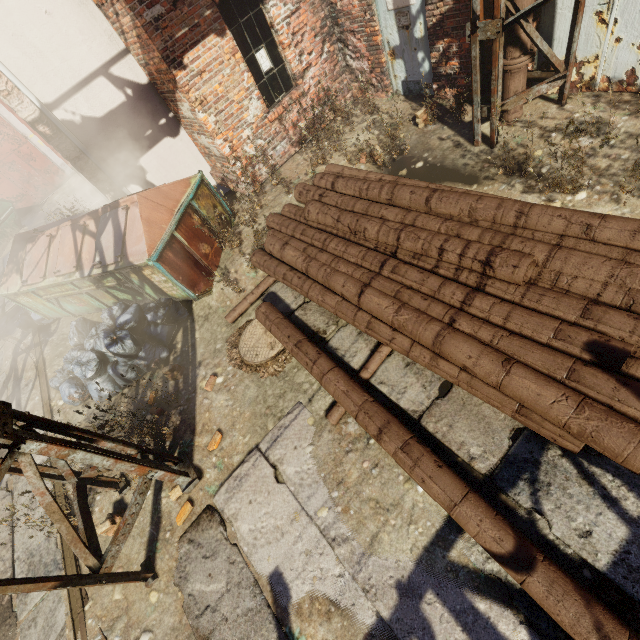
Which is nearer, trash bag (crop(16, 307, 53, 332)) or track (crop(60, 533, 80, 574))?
track (crop(60, 533, 80, 574))

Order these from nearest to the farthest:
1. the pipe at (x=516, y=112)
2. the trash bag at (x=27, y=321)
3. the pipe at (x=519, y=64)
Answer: the pipe at (x=519, y=64) < the pipe at (x=516, y=112) < the trash bag at (x=27, y=321)

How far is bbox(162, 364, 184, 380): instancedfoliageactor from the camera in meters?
5.2

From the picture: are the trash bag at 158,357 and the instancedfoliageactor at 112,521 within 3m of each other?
yes

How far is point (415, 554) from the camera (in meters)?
2.87

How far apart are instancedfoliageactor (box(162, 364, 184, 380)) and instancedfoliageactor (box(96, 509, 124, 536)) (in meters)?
0.43

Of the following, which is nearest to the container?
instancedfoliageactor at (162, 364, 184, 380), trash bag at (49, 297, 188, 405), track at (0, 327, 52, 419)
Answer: track at (0, 327, 52, 419)

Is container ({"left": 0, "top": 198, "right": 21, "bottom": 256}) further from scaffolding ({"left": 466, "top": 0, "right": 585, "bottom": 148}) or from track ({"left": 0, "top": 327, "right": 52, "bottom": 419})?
scaffolding ({"left": 466, "top": 0, "right": 585, "bottom": 148})
